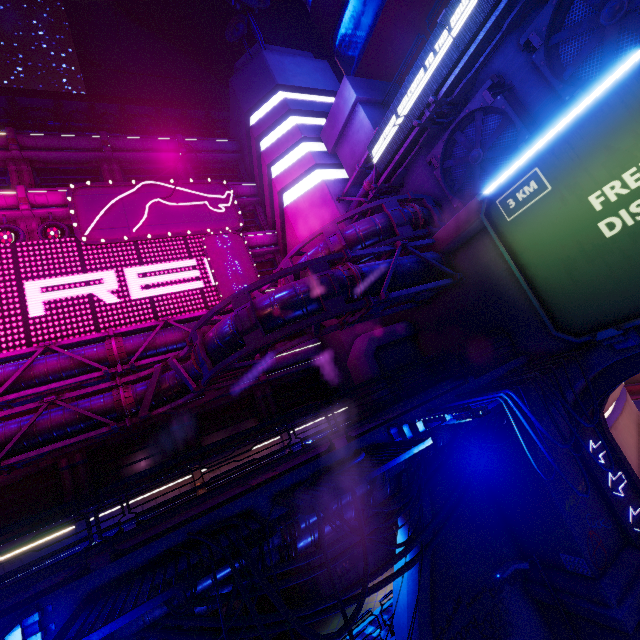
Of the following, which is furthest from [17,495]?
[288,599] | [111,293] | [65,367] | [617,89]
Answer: [617,89]

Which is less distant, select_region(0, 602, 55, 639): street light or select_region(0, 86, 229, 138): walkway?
select_region(0, 602, 55, 639): street light

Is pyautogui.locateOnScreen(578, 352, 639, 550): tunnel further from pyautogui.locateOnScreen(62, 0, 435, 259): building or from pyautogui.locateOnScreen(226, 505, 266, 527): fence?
pyautogui.locateOnScreen(226, 505, 266, 527): fence

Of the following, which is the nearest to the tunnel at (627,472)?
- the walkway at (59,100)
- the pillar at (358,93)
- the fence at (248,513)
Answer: the fence at (248,513)

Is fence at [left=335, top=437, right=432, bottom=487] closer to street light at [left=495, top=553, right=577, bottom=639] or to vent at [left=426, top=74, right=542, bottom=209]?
street light at [left=495, top=553, right=577, bottom=639]

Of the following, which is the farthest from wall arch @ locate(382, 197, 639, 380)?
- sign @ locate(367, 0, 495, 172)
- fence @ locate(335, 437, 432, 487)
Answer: fence @ locate(335, 437, 432, 487)

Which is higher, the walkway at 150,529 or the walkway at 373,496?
the walkway at 150,529

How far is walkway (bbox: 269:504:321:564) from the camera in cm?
764
